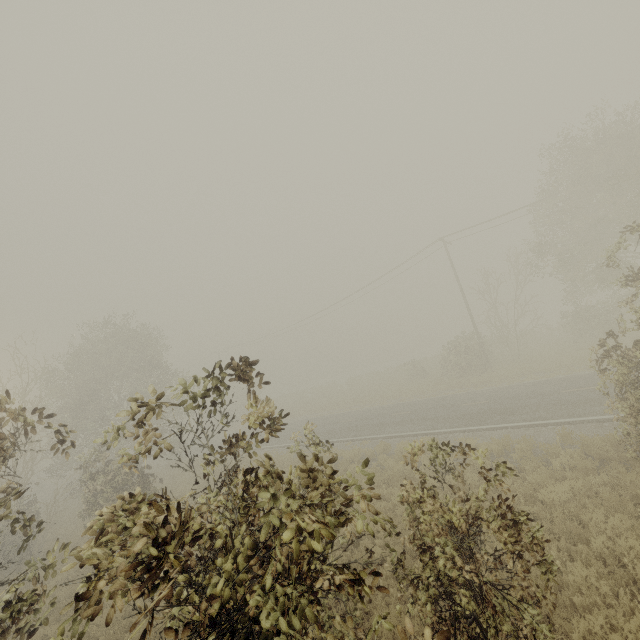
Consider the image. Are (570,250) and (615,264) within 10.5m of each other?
yes
